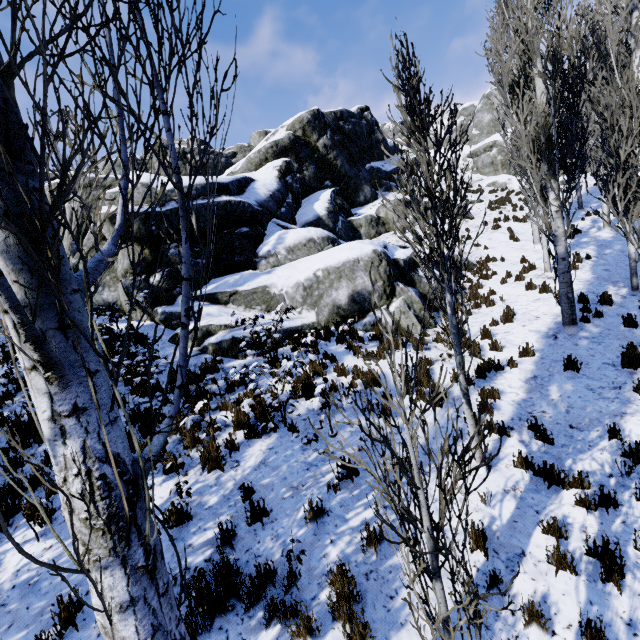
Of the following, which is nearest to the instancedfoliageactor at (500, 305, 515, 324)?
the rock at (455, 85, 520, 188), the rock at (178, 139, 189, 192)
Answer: the rock at (455, 85, 520, 188)

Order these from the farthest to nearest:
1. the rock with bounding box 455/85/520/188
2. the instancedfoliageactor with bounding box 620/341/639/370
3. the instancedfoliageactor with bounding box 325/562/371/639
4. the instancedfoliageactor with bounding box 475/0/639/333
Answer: the rock with bounding box 455/85/520/188
the instancedfoliageactor with bounding box 620/341/639/370
the instancedfoliageactor with bounding box 475/0/639/333
the instancedfoliageactor with bounding box 325/562/371/639

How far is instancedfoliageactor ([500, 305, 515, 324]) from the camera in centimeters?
974cm

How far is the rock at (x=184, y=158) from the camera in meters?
11.7

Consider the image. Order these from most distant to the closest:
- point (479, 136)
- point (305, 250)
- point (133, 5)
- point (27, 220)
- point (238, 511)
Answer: point (479, 136) → point (305, 250) → point (238, 511) → point (133, 5) → point (27, 220)

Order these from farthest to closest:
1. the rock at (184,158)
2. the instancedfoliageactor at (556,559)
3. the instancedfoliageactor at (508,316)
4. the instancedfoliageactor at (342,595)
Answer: the rock at (184,158), the instancedfoliageactor at (508,316), the instancedfoliageactor at (556,559), the instancedfoliageactor at (342,595)
